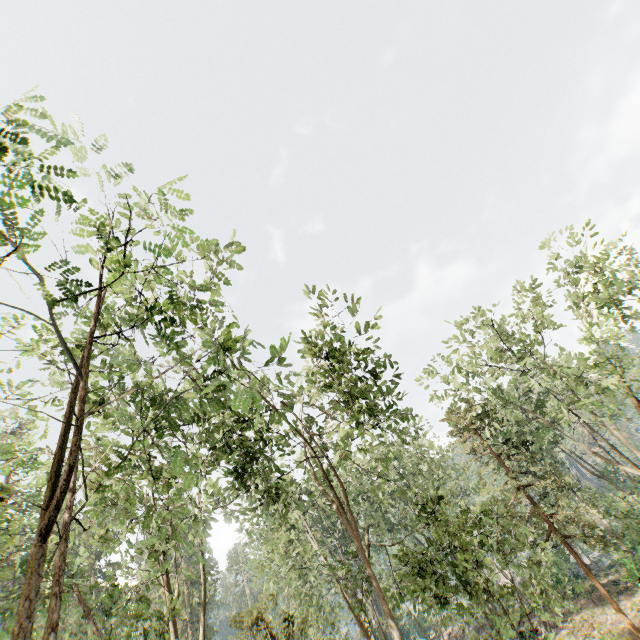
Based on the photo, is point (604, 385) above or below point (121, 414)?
below
